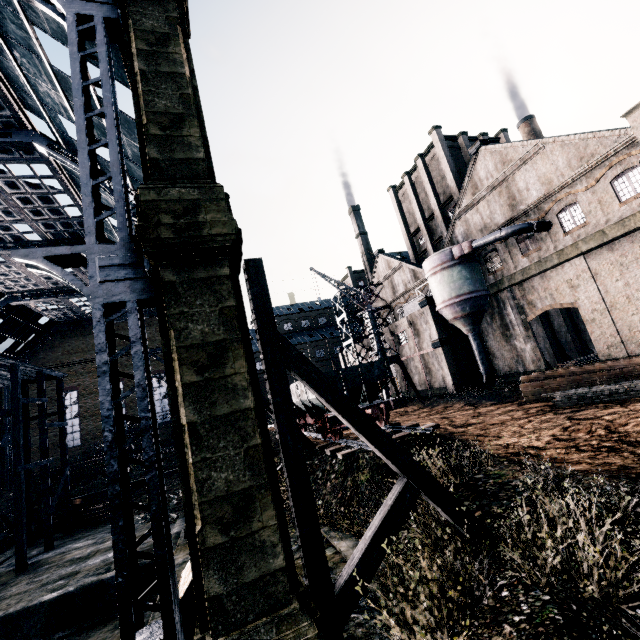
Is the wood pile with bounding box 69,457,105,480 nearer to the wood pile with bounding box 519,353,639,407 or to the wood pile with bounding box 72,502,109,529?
the wood pile with bounding box 72,502,109,529

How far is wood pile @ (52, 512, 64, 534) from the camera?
24.00m

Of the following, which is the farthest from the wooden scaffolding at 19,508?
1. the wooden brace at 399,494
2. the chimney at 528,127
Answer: the chimney at 528,127

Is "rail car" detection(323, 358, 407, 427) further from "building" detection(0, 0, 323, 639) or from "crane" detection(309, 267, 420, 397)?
"crane" detection(309, 267, 420, 397)

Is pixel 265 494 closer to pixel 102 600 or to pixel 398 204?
pixel 102 600

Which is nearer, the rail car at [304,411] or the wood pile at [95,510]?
the rail car at [304,411]

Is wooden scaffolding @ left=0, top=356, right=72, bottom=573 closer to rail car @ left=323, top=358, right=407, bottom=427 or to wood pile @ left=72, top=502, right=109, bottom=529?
wood pile @ left=72, top=502, right=109, bottom=529

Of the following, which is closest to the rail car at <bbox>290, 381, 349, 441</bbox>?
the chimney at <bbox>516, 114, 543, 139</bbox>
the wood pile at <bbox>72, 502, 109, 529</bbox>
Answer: the wood pile at <bbox>72, 502, 109, 529</bbox>
